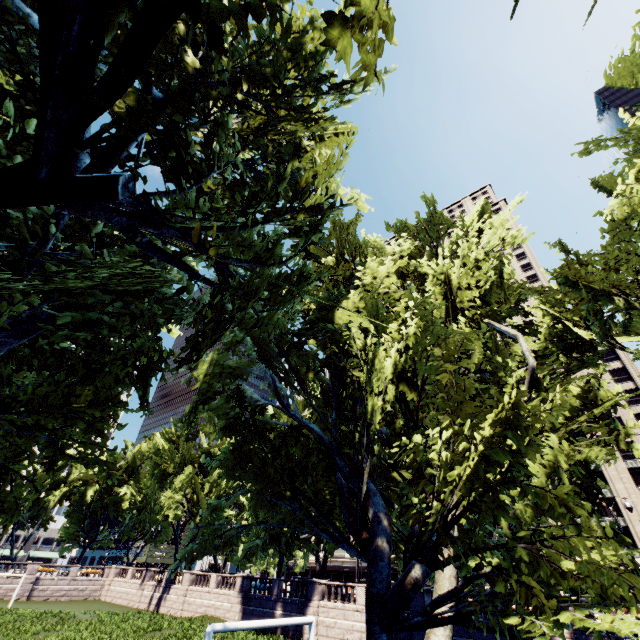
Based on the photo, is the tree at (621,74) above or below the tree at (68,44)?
above

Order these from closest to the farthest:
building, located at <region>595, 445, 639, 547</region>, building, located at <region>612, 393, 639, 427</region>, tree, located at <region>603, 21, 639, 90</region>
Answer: tree, located at <region>603, 21, 639, 90</region> → building, located at <region>595, 445, 639, 547</region> → building, located at <region>612, 393, 639, 427</region>

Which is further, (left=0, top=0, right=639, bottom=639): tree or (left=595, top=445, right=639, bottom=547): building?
(left=595, top=445, right=639, bottom=547): building

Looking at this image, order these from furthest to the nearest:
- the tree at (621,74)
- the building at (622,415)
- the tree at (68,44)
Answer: the building at (622,415), the tree at (621,74), the tree at (68,44)

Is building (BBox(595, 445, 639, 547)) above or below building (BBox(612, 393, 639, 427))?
below

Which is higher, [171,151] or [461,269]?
[461,269]
